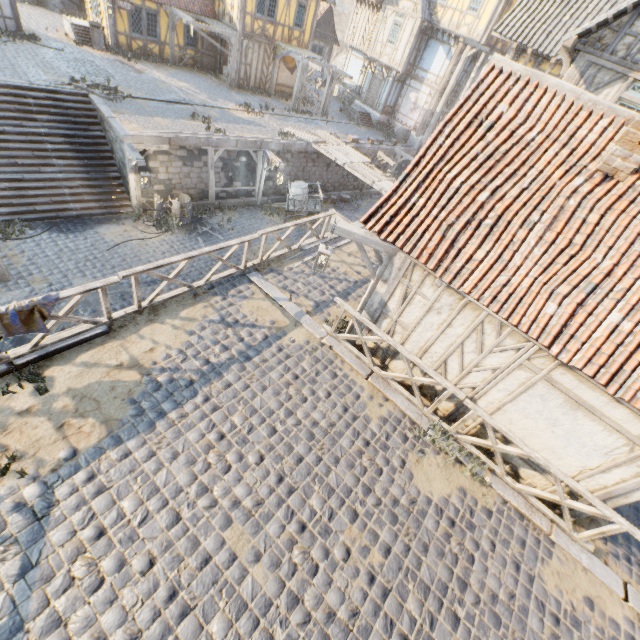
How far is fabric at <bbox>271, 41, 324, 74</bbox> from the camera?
20.97m

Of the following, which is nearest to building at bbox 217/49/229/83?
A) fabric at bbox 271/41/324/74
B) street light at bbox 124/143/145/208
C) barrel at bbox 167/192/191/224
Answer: fabric at bbox 271/41/324/74

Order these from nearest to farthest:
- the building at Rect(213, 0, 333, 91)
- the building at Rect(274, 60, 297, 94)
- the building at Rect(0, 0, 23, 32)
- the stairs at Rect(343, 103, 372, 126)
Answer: the building at Rect(0, 0, 23, 32), the building at Rect(213, 0, 333, 91), the building at Rect(274, 60, 297, 94), the stairs at Rect(343, 103, 372, 126)

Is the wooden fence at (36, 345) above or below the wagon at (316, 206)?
above

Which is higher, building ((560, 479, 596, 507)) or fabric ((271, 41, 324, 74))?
fabric ((271, 41, 324, 74))

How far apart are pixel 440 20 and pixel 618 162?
23.6m

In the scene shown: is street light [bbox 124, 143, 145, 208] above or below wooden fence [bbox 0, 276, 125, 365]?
below

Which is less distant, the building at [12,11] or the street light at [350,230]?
the street light at [350,230]
